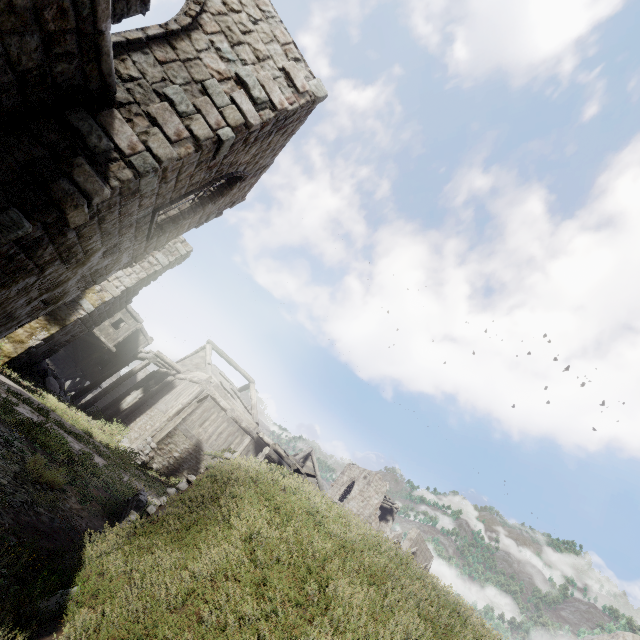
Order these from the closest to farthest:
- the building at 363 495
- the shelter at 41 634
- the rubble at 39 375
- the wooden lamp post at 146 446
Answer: the shelter at 41 634 < the wooden lamp post at 146 446 < the rubble at 39 375 < the building at 363 495

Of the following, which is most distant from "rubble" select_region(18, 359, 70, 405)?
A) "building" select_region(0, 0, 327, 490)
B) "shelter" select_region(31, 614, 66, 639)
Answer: "shelter" select_region(31, 614, 66, 639)

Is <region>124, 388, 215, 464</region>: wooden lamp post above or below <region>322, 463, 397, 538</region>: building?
below

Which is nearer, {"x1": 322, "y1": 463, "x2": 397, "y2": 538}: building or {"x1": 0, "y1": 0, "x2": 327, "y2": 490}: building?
{"x1": 0, "y1": 0, "x2": 327, "y2": 490}: building

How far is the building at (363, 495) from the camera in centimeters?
3177cm

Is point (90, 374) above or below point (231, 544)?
below

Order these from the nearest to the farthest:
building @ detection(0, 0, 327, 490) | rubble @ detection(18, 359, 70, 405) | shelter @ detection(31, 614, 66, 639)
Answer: shelter @ detection(31, 614, 66, 639) → building @ detection(0, 0, 327, 490) → rubble @ detection(18, 359, 70, 405)

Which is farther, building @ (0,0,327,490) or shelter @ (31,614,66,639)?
building @ (0,0,327,490)
